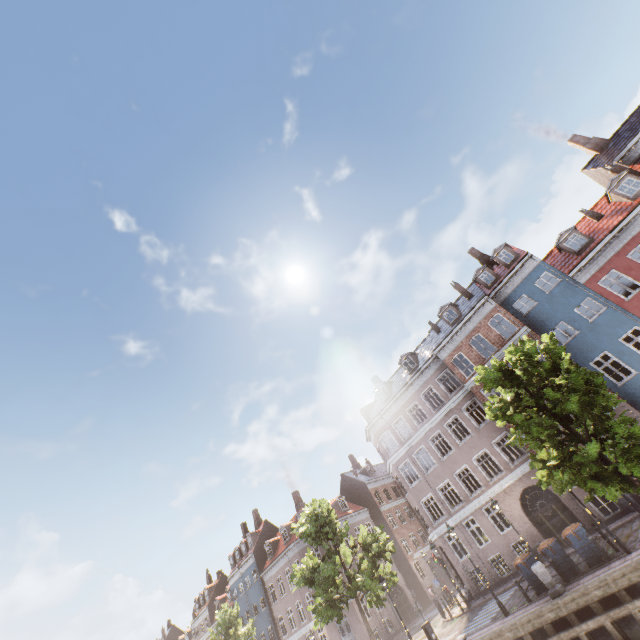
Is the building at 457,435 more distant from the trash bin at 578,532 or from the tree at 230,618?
the trash bin at 578,532

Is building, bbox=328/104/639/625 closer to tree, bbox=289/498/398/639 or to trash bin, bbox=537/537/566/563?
tree, bbox=289/498/398/639

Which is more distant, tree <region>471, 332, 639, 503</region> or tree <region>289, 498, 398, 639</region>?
tree <region>289, 498, 398, 639</region>

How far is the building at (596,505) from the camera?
17.4 meters

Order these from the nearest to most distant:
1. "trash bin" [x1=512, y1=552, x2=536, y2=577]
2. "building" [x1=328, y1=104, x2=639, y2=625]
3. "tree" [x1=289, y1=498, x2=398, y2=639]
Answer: "trash bin" [x1=512, y1=552, x2=536, y2=577] → "tree" [x1=289, y1=498, x2=398, y2=639] → "building" [x1=328, y1=104, x2=639, y2=625]

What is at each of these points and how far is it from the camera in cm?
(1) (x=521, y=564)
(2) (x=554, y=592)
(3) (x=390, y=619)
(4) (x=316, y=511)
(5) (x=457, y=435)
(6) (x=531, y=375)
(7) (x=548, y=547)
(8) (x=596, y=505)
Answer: (1) trash bin, 1465
(2) pillar, 1249
(3) building, 3175
(4) tree, 2305
(5) building, 3656
(6) tree, 1332
(7) trash bin, 1391
(8) building, 1984

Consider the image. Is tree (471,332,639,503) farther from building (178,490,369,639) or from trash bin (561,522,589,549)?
building (178,490,369,639)

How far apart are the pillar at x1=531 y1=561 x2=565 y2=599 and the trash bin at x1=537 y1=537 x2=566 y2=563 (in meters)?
0.93
